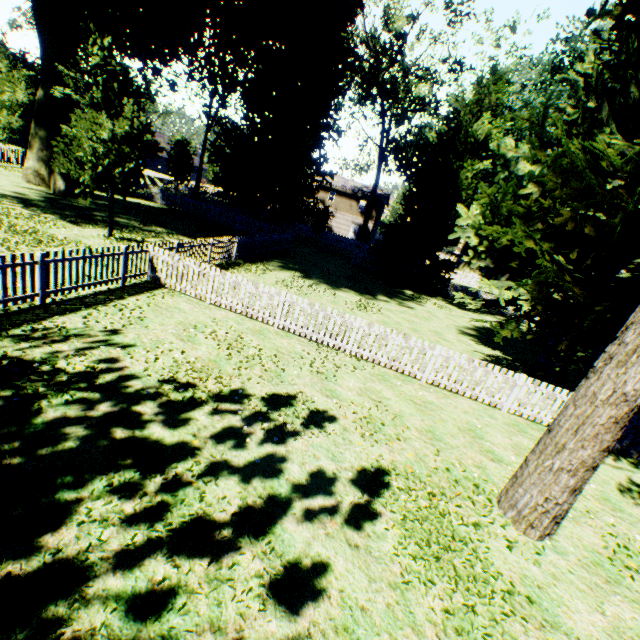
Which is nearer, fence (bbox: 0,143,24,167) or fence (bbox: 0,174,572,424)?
fence (bbox: 0,174,572,424)

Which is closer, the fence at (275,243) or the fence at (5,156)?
the fence at (275,243)

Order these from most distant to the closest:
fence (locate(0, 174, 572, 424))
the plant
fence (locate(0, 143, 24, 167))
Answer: fence (locate(0, 143, 24, 167)) → the plant → fence (locate(0, 174, 572, 424))

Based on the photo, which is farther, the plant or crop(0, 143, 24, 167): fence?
crop(0, 143, 24, 167): fence

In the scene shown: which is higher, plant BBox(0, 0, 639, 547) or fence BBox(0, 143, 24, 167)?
plant BBox(0, 0, 639, 547)

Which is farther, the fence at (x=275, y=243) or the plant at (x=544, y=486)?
the plant at (x=544, y=486)

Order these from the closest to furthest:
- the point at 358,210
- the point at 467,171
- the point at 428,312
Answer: the point at 428,312 < the point at 467,171 < the point at 358,210
